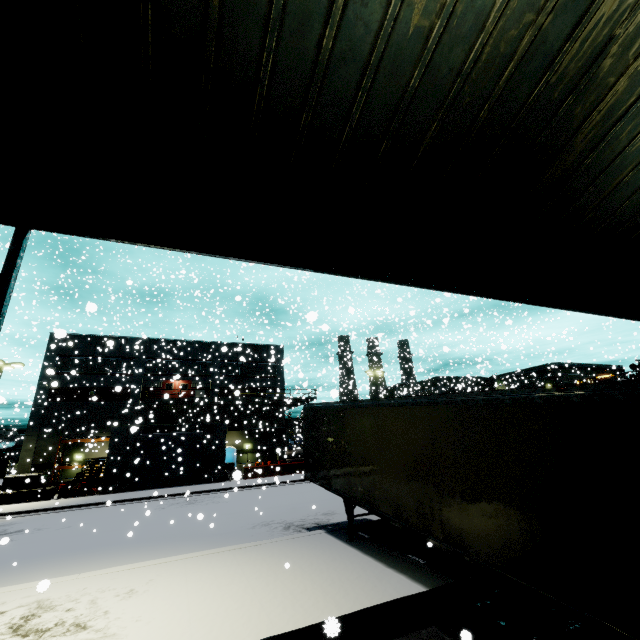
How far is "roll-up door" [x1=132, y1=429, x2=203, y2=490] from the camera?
25.8m

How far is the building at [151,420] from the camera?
25.6 meters

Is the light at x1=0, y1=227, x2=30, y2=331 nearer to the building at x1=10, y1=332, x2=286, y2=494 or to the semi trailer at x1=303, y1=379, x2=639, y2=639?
the semi trailer at x1=303, y1=379, x2=639, y2=639

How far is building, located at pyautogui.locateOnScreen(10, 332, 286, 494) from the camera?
25.6 meters

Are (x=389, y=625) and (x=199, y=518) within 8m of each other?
yes

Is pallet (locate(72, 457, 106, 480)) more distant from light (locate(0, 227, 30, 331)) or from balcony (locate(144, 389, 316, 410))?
light (locate(0, 227, 30, 331))

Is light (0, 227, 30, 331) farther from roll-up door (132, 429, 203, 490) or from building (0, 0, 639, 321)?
roll-up door (132, 429, 203, 490)

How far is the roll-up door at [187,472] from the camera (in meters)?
25.75
